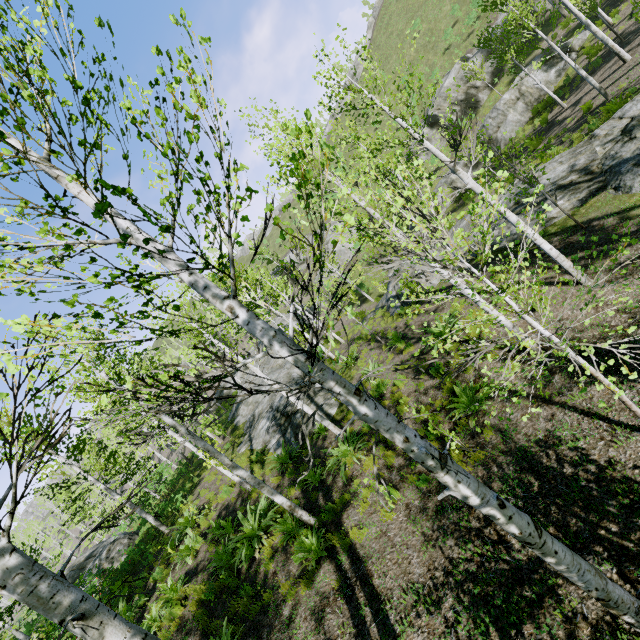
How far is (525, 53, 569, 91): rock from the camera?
21.6m

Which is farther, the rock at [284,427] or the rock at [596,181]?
the rock at [284,427]

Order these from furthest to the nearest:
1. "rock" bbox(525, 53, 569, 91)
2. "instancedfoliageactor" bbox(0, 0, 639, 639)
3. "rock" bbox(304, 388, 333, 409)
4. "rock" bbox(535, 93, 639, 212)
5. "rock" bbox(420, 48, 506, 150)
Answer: "rock" bbox(420, 48, 506, 150)
"rock" bbox(525, 53, 569, 91)
"rock" bbox(304, 388, 333, 409)
"rock" bbox(535, 93, 639, 212)
"instancedfoliageactor" bbox(0, 0, 639, 639)

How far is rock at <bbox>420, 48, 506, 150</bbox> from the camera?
28.9 meters

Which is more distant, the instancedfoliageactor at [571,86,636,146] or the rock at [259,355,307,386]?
the rock at [259,355,307,386]

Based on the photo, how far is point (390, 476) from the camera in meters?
7.8 m

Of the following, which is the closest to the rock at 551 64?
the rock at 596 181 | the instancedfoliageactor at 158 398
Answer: the instancedfoliageactor at 158 398

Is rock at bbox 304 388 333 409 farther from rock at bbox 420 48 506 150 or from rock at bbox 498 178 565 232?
rock at bbox 420 48 506 150
